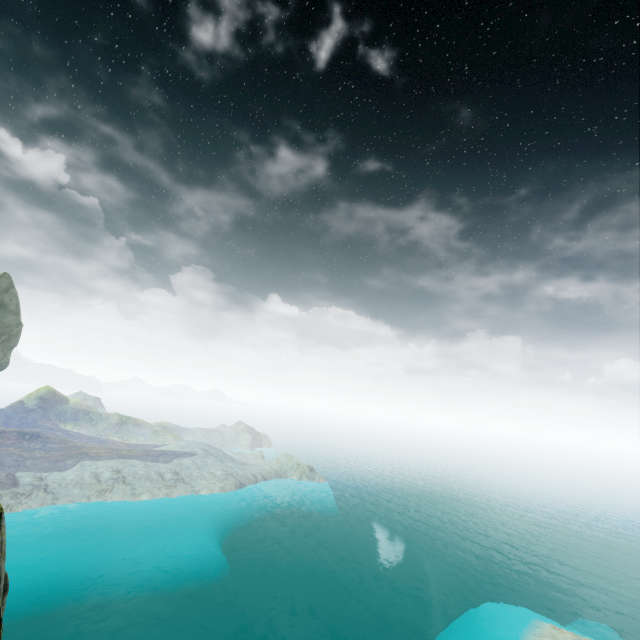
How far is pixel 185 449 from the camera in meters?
55.5
